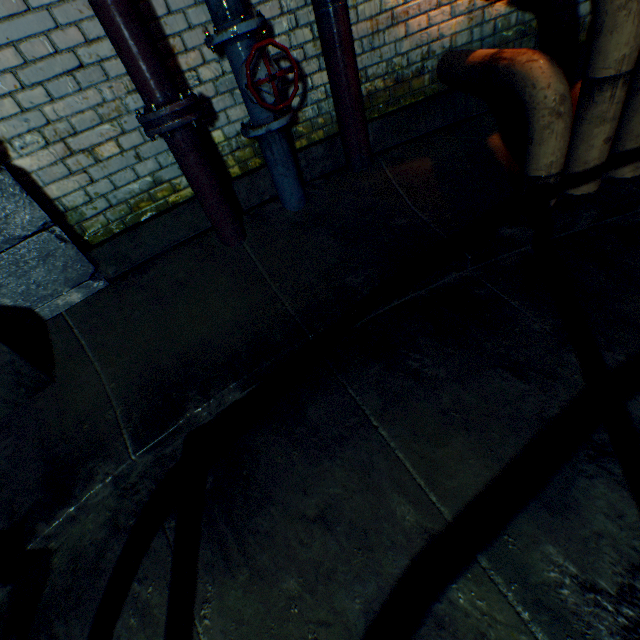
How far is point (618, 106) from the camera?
1.79m

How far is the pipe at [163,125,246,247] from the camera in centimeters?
202cm

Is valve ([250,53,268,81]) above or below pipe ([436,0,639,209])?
above

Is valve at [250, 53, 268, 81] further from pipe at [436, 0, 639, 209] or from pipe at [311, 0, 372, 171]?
pipe at [436, 0, 639, 209]

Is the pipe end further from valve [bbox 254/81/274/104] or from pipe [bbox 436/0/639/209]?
pipe [bbox 436/0/639/209]

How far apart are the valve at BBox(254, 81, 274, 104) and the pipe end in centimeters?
29cm

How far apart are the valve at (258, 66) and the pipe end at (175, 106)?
0.29m

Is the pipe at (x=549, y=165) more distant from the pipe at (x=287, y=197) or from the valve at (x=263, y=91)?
the valve at (x=263, y=91)
